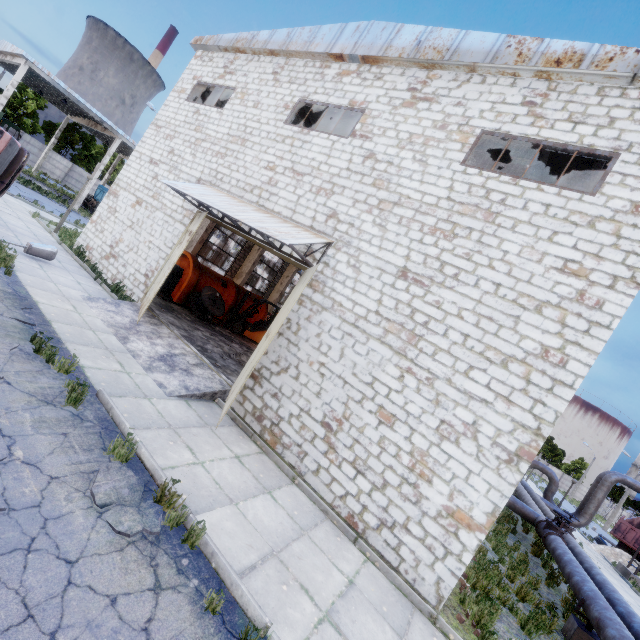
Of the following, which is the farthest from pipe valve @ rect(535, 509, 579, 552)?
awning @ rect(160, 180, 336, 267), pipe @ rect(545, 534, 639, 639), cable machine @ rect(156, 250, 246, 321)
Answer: cable machine @ rect(156, 250, 246, 321)

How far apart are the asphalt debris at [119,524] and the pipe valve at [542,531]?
13.82m

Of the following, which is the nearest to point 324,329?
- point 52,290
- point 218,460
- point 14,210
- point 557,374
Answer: point 218,460

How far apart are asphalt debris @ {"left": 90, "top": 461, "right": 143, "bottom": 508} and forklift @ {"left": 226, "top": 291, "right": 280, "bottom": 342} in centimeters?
1220cm

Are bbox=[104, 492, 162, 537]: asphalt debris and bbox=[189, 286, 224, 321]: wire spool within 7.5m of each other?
no

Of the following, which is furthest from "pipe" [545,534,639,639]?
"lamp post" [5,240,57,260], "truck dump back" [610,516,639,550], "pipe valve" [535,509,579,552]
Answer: "truck dump back" [610,516,639,550]

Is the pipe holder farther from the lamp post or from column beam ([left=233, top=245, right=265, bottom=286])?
column beam ([left=233, top=245, right=265, bottom=286])

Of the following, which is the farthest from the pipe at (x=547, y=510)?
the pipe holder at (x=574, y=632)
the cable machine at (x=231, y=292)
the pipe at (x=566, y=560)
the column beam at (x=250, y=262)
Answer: the column beam at (x=250, y=262)
